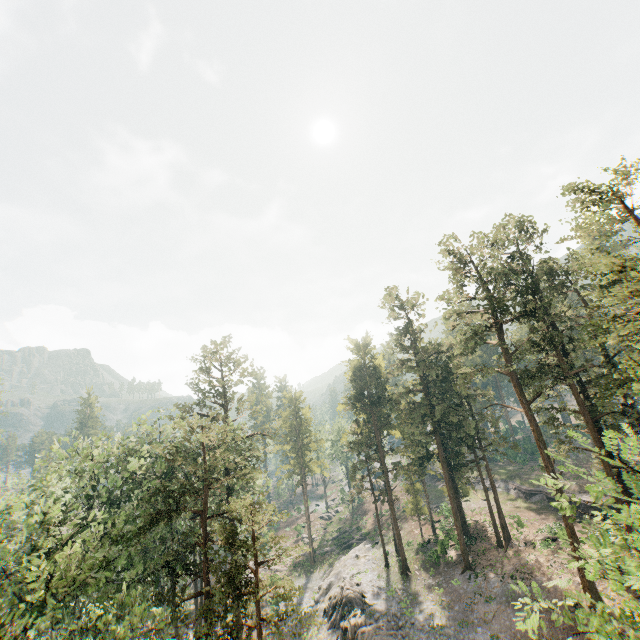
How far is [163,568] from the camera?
30.7m

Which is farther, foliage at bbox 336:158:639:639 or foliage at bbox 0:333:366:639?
foliage at bbox 0:333:366:639

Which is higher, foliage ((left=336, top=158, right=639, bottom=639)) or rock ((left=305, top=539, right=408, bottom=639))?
foliage ((left=336, top=158, right=639, bottom=639))

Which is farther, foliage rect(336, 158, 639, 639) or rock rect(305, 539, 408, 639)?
rock rect(305, 539, 408, 639)

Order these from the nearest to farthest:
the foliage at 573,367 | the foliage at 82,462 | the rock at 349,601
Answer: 1. the foliage at 573,367
2. the foliage at 82,462
3. the rock at 349,601

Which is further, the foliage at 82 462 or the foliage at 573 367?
the foliage at 82 462

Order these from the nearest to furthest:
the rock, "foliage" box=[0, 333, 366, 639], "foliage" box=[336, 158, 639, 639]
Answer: "foliage" box=[336, 158, 639, 639]
"foliage" box=[0, 333, 366, 639]
the rock
